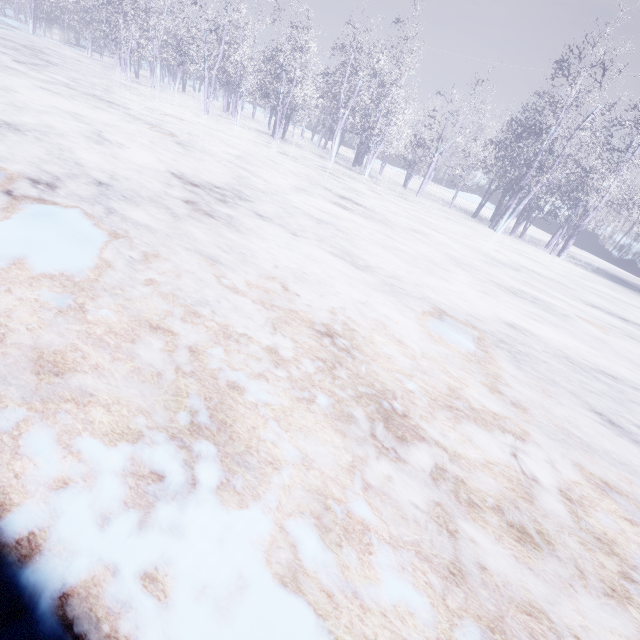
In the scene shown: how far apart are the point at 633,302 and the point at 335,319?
13.6m
